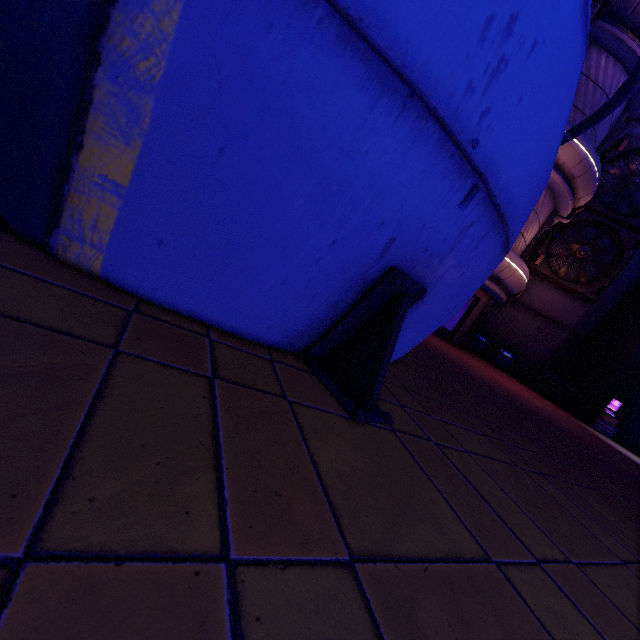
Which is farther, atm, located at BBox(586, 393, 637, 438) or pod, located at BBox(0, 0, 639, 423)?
atm, located at BBox(586, 393, 637, 438)

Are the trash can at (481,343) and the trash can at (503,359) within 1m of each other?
yes

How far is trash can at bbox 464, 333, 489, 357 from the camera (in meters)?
19.70

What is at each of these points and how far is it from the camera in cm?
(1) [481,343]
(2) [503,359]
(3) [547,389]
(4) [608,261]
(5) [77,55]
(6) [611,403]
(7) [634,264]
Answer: (1) trash can, 1978
(2) trash can, 1941
(3) generator, 1828
(4) vent, 1814
(5) pod, 136
(6) atm, 1617
(7) building, 1878

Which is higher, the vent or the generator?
the vent

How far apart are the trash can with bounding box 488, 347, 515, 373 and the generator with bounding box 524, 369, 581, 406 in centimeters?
109cm

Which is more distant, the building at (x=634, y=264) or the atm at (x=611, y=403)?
the building at (x=634, y=264)

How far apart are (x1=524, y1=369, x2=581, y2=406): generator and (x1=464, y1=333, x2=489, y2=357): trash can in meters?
2.6
